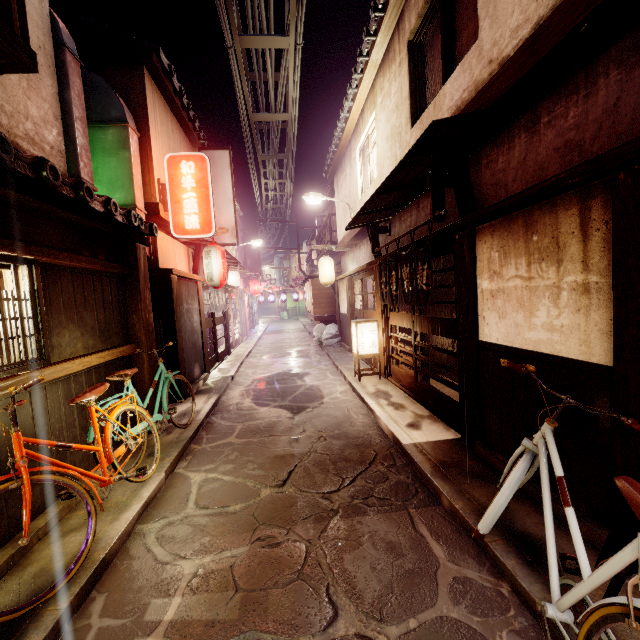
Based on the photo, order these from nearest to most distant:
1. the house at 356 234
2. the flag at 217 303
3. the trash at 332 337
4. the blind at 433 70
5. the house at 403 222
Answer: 1. the blind at 433 70
2. the house at 403 222
3. the house at 356 234
4. the flag at 217 303
5. the trash at 332 337

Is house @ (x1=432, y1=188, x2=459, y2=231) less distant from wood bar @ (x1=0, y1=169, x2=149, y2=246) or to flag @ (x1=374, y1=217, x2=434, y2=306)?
flag @ (x1=374, y1=217, x2=434, y2=306)

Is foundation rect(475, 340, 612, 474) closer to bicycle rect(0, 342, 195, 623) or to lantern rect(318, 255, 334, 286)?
bicycle rect(0, 342, 195, 623)

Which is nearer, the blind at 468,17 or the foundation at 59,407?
the foundation at 59,407

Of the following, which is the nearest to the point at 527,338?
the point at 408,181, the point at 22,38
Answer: the point at 408,181

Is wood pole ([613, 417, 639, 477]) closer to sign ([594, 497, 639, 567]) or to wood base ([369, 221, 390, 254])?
sign ([594, 497, 639, 567])

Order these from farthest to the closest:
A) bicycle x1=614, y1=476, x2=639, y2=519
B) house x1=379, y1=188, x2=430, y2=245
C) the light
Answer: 1. the light
2. house x1=379, y1=188, x2=430, y2=245
3. bicycle x1=614, y1=476, x2=639, y2=519

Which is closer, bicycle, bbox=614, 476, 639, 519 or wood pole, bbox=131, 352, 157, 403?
bicycle, bbox=614, 476, 639, 519
